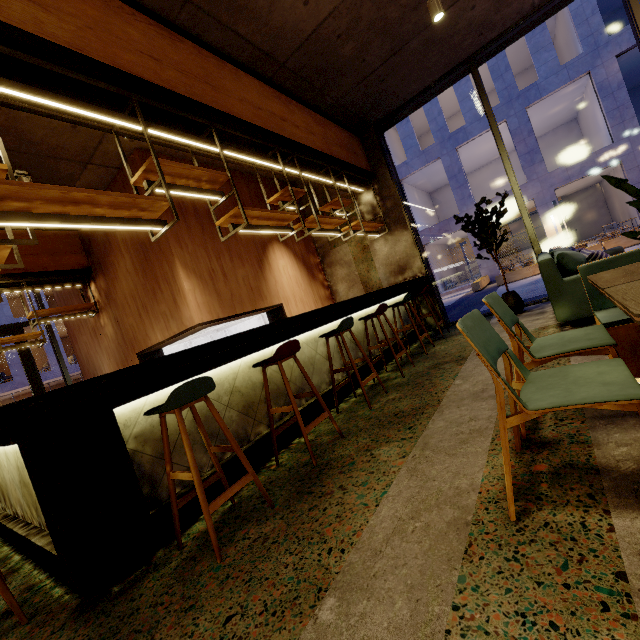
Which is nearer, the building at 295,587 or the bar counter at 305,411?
A: the building at 295,587

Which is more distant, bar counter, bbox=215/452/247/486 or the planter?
the planter

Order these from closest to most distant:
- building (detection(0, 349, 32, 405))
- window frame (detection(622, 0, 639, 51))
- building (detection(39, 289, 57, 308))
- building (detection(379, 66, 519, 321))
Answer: window frame (detection(622, 0, 639, 51)) → building (detection(379, 66, 519, 321)) → building (detection(0, 349, 32, 405)) → building (detection(39, 289, 57, 308))

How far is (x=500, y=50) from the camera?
5.87m

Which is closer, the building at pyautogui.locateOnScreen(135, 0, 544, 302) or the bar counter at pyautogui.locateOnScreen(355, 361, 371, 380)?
the building at pyautogui.locateOnScreen(135, 0, 544, 302)

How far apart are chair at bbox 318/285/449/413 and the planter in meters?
13.8

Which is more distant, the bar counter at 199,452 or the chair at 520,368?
the bar counter at 199,452

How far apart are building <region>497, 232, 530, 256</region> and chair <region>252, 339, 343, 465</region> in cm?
2976
